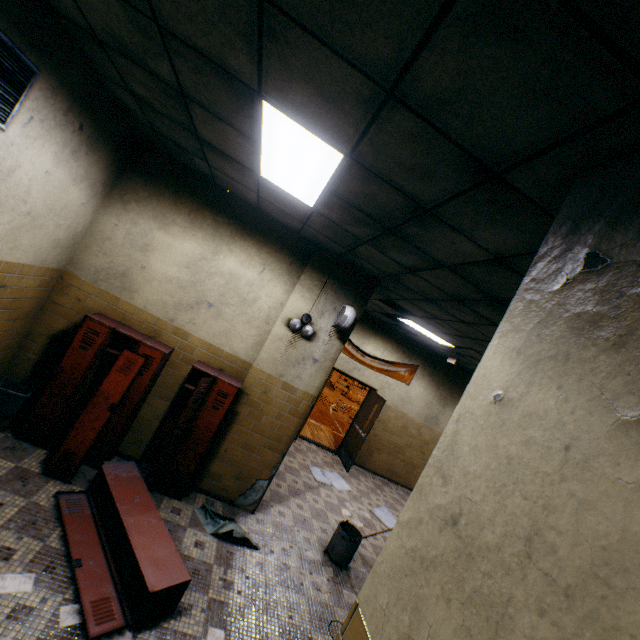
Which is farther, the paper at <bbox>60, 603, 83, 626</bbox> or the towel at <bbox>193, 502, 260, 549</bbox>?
the towel at <bbox>193, 502, 260, 549</bbox>

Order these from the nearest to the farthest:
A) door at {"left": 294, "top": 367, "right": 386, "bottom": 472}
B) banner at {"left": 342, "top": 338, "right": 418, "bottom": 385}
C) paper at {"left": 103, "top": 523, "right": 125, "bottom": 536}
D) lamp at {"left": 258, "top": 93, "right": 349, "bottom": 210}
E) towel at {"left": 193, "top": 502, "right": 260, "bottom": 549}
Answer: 1. lamp at {"left": 258, "top": 93, "right": 349, "bottom": 210}
2. paper at {"left": 103, "top": 523, "right": 125, "bottom": 536}
3. towel at {"left": 193, "top": 502, "right": 260, "bottom": 549}
4. door at {"left": 294, "top": 367, "right": 386, "bottom": 472}
5. banner at {"left": 342, "top": 338, "right": 418, "bottom": 385}

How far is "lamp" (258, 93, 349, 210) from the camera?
2.1 meters

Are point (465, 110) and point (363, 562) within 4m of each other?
no

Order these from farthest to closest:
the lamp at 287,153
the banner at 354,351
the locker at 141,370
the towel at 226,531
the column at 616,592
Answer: the banner at 354,351, the towel at 226,531, the locker at 141,370, the lamp at 287,153, the column at 616,592

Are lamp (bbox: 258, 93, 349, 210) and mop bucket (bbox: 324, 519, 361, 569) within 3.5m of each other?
no

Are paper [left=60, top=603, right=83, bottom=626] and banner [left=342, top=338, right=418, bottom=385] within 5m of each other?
no

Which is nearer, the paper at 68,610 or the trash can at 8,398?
the paper at 68,610
